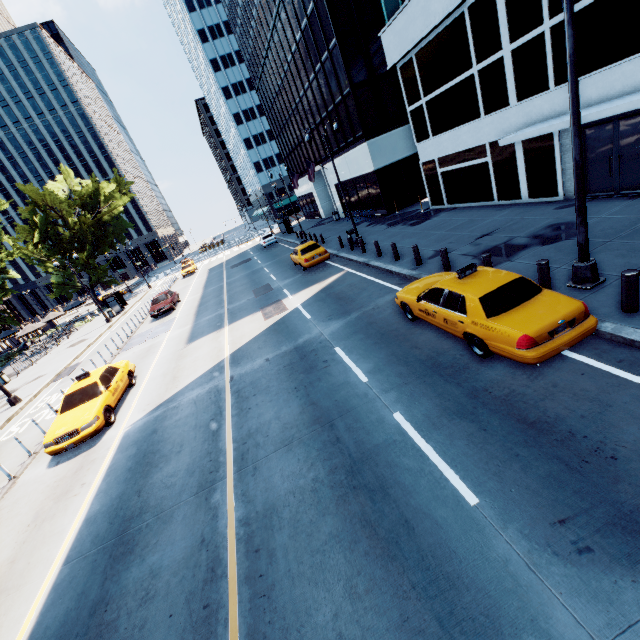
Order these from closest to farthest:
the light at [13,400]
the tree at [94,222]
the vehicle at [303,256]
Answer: Answer: the light at [13,400] → the vehicle at [303,256] → the tree at [94,222]

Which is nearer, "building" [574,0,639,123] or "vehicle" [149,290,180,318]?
"building" [574,0,639,123]

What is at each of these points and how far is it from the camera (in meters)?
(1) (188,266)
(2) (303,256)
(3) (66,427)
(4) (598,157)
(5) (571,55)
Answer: (1) vehicle, 46.16
(2) vehicle, 20.72
(3) vehicle, 10.57
(4) door, 12.31
(5) light, 6.22

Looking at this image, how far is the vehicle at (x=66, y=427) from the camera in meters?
10.4 m

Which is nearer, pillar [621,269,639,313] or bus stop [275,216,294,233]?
pillar [621,269,639,313]

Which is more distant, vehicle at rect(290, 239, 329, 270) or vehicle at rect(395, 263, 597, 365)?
vehicle at rect(290, 239, 329, 270)

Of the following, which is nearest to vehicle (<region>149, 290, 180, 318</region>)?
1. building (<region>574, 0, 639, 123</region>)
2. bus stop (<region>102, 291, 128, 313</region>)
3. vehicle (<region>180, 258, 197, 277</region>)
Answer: bus stop (<region>102, 291, 128, 313</region>)

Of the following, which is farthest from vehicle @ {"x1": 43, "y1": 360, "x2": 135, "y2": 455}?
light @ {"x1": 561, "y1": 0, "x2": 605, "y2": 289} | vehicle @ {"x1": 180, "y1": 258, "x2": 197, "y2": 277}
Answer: vehicle @ {"x1": 180, "y1": 258, "x2": 197, "y2": 277}
